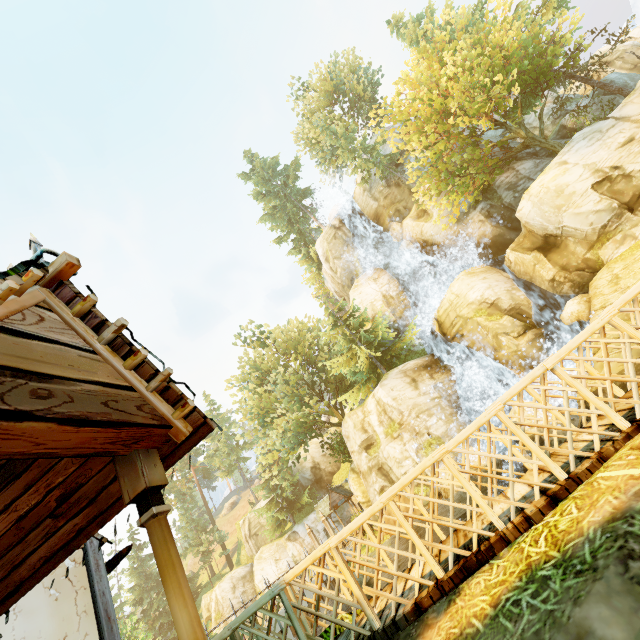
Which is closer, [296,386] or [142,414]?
[142,414]

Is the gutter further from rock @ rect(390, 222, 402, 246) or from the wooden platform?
rock @ rect(390, 222, 402, 246)

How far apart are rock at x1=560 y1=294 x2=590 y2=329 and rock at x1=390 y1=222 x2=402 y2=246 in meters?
15.1 m

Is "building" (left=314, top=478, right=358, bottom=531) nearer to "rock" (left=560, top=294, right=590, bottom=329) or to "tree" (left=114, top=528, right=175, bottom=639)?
"tree" (left=114, top=528, right=175, bottom=639)

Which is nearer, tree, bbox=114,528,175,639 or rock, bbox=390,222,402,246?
tree, bbox=114,528,175,639

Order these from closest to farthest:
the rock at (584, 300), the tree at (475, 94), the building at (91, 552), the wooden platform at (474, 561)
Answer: the building at (91, 552), the wooden platform at (474, 561), the rock at (584, 300), the tree at (475, 94)

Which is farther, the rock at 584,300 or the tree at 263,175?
the tree at 263,175

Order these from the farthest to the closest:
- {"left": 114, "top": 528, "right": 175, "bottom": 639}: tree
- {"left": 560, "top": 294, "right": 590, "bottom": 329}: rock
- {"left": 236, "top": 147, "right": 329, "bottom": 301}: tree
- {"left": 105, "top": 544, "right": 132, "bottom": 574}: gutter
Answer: {"left": 236, "top": 147, "right": 329, "bottom": 301}: tree → {"left": 114, "top": 528, "right": 175, "bottom": 639}: tree → {"left": 560, "top": 294, "right": 590, "bottom": 329}: rock → {"left": 105, "top": 544, "right": 132, "bottom": 574}: gutter
